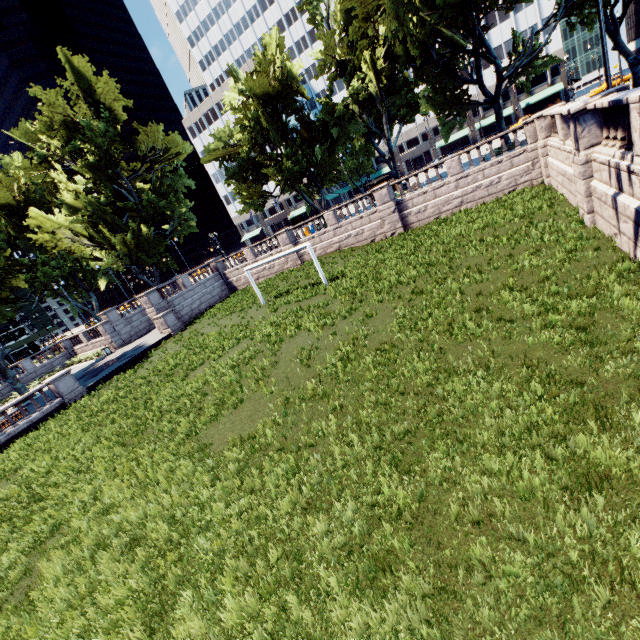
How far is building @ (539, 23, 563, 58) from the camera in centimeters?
5616cm

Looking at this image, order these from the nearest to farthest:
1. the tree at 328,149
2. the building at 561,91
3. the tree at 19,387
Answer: the tree at 328,149
the tree at 19,387
the building at 561,91

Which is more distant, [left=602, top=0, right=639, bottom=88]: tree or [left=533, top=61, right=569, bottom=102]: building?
[left=533, top=61, right=569, bottom=102]: building

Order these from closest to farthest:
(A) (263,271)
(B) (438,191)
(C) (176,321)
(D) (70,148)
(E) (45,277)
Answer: (B) (438,191)
(C) (176,321)
(A) (263,271)
(D) (70,148)
(E) (45,277)

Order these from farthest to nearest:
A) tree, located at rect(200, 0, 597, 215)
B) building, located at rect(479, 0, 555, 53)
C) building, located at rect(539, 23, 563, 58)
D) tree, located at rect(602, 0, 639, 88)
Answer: building, located at rect(539, 23, 563, 58) < building, located at rect(479, 0, 555, 53) < tree, located at rect(200, 0, 597, 215) < tree, located at rect(602, 0, 639, 88)

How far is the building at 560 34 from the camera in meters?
56.2
